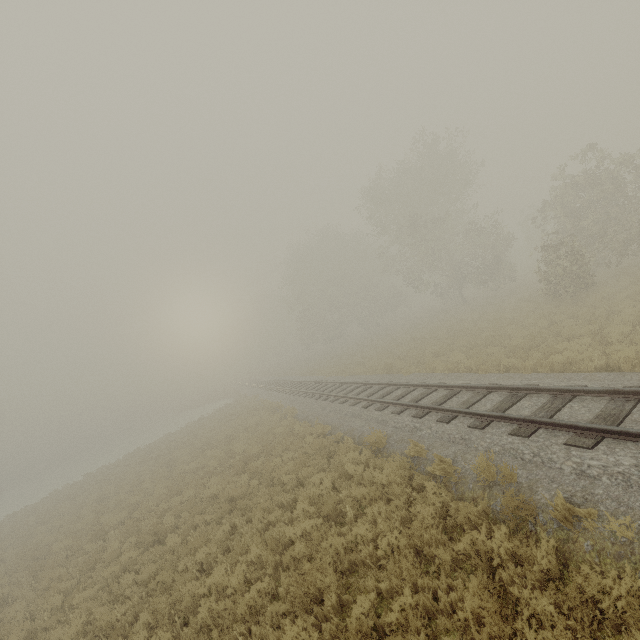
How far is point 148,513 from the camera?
13.4 meters
